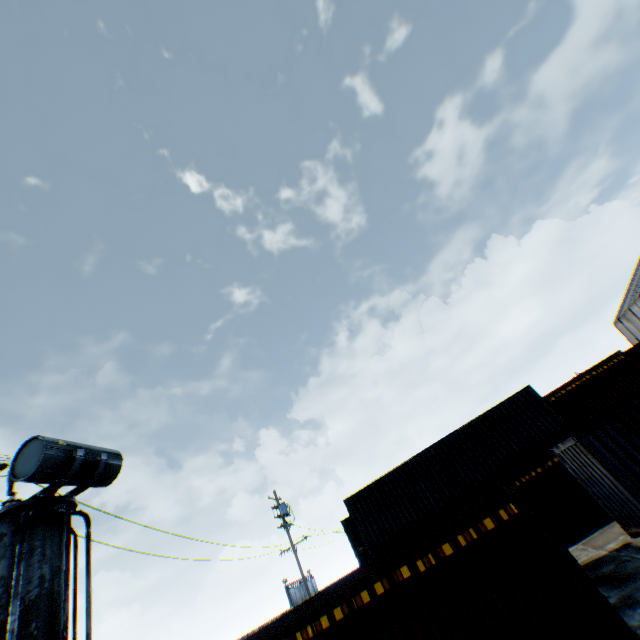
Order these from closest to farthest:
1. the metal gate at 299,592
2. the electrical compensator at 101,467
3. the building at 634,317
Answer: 1. the electrical compensator at 101,467
2. the building at 634,317
3. the metal gate at 299,592

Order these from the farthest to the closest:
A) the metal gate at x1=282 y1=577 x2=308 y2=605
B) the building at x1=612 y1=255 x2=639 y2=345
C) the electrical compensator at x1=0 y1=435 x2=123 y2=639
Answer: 1. the metal gate at x1=282 y1=577 x2=308 y2=605
2. the building at x1=612 y1=255 x2=639 y2=345
3. the electrical compensator at x1=0 y1=435 x2=123 y2=639

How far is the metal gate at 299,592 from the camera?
48.7m

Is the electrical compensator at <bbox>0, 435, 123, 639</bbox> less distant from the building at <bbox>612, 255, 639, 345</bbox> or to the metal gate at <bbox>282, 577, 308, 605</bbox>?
the building at <bbox>612, 255, 639, 345</bbox>

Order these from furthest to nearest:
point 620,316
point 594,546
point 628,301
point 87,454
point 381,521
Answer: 1. point 620,316
2. point 628,301
3. point 381,521
4. point 594,546
5. point 87,454

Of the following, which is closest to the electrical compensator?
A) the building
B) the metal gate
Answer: the building

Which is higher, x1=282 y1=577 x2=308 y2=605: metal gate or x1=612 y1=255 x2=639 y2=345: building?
x1=612 y1=255 x2=639 y2=345: building

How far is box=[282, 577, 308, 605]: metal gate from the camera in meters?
48.7 m
